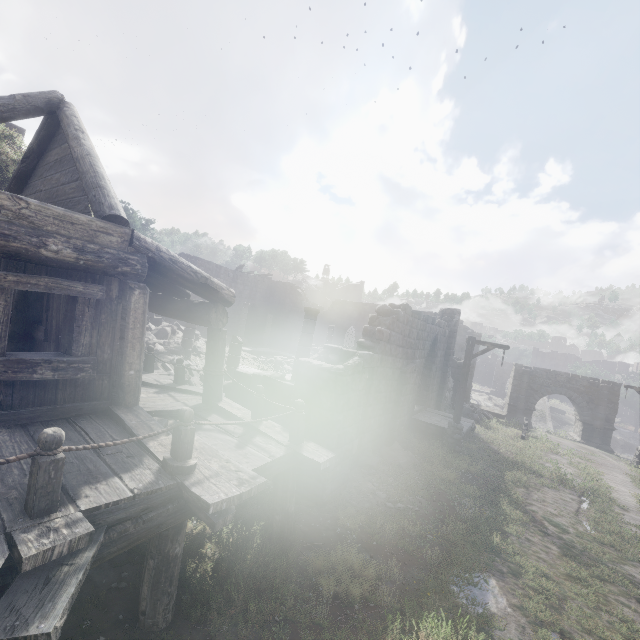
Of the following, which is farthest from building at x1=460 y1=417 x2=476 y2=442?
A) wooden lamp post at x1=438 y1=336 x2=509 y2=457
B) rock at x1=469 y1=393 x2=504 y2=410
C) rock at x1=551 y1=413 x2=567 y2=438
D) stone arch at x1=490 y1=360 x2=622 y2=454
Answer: rock at x1=551 y1=413 x2=567 y2=438

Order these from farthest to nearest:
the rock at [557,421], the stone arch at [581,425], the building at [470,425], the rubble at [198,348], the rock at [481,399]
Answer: the rock at [481,399], the rock at [557,421], the stone arch at [581,425], the rubble at [198,348], the building at [470,425]

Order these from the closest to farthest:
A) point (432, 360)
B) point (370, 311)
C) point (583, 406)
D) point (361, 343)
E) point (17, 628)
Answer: point (17, 628), point (361, 343), point (432, 360), point (583, 406), point (370, 311)

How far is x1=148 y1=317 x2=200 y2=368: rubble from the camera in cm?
1307

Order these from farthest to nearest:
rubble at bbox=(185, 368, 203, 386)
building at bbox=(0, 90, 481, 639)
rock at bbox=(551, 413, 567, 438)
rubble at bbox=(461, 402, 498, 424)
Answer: rock at bbox=(551, 413, 567, 438) < rubble at bbox=(461, 402, 498, 424) < rubble at bbox=(185, 368, 203, 386) < building at bbox=(0, 90, 481, 639)

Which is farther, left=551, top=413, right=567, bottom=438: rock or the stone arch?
left=551, top=413, right=567, bottom=438: rock

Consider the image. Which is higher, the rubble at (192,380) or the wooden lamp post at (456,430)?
the rubble at (192,380)

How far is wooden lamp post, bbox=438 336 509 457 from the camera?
12.57m
